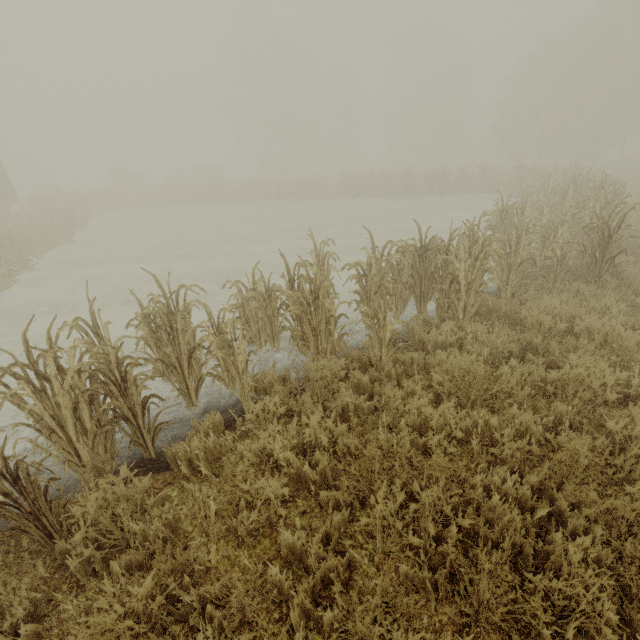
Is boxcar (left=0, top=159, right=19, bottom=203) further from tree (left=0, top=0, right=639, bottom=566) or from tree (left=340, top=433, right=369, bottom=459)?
tree (left=0, top=0, right=639, bottom=566)

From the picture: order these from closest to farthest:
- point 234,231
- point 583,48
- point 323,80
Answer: point 234,231
point 583,48
point 323,80

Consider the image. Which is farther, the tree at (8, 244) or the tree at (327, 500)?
the tree at (8, 244)

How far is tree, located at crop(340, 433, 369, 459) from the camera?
3.1m

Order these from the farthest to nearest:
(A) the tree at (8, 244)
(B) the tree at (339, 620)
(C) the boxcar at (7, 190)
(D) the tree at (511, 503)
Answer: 1. (C) the boxcar at (7, 190)
2. (A) the tree at (8, 244)
3. (D) the tree at (511, 503)
4. (B) the tree at (339, 620)

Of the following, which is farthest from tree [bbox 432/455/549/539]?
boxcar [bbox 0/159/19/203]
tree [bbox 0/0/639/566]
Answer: boxcar [bbox 0/159/19/203]
